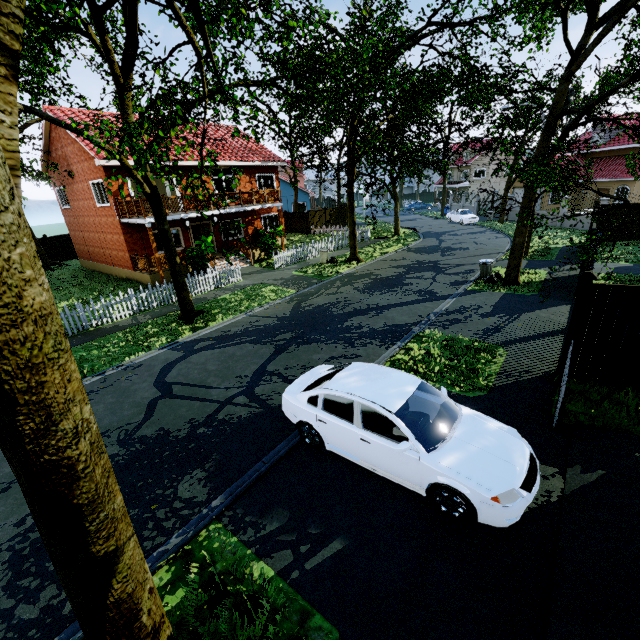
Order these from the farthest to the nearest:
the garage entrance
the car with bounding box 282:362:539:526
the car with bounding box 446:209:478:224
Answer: the car with bounding box 446:209:478:224, the car with bounding box 282:362:539:526, the garage entrance

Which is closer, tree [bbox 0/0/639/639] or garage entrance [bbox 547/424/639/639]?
tree [bbox 0/0/639/639]

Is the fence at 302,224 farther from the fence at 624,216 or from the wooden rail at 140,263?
the wooden rail at 140,263

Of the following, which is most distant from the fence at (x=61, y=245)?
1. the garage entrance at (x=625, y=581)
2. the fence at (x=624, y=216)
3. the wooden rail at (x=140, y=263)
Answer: the garage entrance at (x=625, y=581)

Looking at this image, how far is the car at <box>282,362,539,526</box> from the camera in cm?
449

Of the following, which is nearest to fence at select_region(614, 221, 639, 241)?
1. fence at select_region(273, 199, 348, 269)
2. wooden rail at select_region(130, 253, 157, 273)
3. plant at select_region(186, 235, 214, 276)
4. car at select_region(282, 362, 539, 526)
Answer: fence at select_region(273, 199, 348, 269)

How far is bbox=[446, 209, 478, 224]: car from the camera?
34.2m

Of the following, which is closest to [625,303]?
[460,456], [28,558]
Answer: [460,456]
